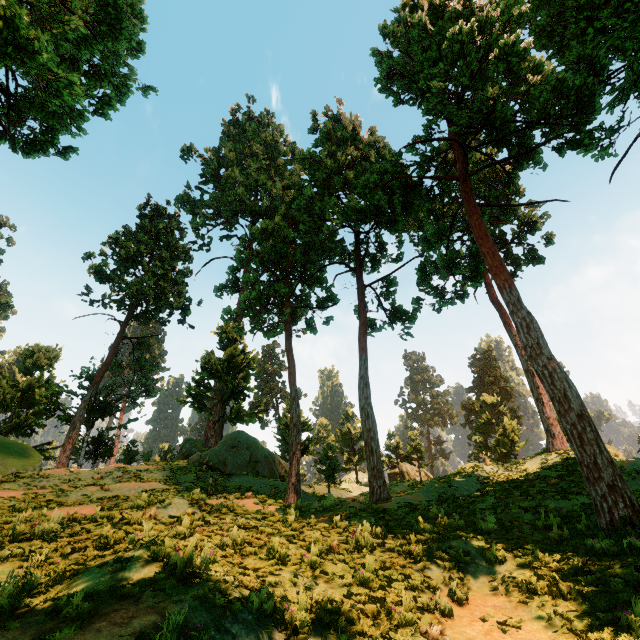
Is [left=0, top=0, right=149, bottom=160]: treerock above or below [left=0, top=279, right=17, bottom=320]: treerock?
below

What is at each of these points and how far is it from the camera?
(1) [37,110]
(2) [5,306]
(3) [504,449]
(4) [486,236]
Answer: (1) treerock, 17.4 meters
(2) treerock, 47.8 meters
(3) treerock, 34.1 meters
(4) treerock, 13.5 meters

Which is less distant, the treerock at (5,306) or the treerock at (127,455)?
the treerock at (127,455)

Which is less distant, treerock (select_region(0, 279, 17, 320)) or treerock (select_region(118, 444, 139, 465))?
treerock (select_region(118, 444, 139, 465))

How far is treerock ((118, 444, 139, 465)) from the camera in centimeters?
2973cm
